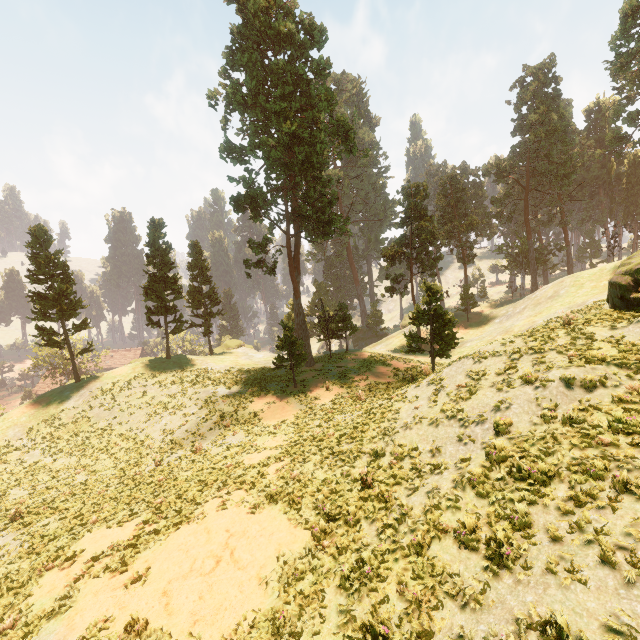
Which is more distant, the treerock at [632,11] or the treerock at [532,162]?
the treerock at [532,162]

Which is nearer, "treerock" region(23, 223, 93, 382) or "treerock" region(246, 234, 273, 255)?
"treerock" region(23, 223, 93, 382)

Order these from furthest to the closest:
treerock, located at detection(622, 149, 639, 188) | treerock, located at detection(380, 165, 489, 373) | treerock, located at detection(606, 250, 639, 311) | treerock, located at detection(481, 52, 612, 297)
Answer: treerock, located at detection(622, 149, 639, 188) → treerock, located at detection(481, 52, 612, 297) → treerock, located at detection(380, 165, 489, 373) → treerock, located at detection(606, 250, 639, 311)

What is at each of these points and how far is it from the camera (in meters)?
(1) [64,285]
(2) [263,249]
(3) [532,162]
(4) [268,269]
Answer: (1) treerock, 33.31
(2) treerock, 34.88
(3) treerock, 52.47
(4) treerock, 36.88

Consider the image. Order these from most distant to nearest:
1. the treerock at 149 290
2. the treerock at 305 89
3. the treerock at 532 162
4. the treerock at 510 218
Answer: the treerock at 510 218 < the treerock at 532 162 < the treerock at 149 290 < the treerock at 305 89

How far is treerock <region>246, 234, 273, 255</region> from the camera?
34.03m
